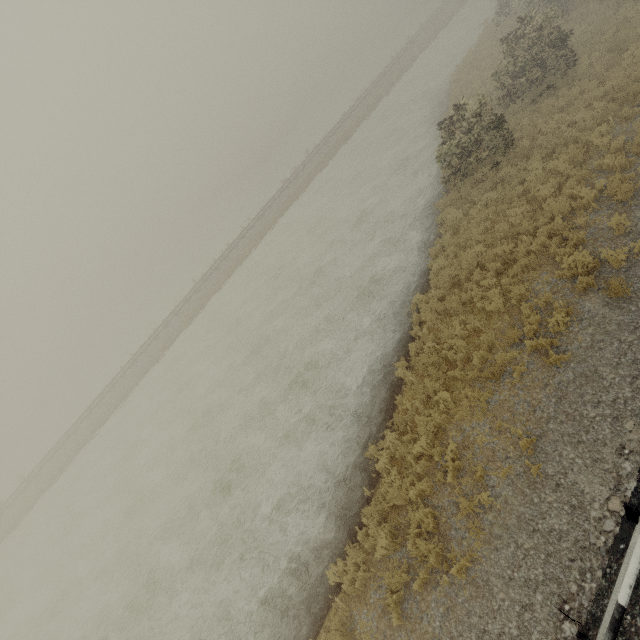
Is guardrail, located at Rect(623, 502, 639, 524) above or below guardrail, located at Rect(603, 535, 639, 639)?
below

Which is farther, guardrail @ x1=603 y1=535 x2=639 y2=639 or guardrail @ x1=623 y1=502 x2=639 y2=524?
guardrail @ x1=623 y1=502 x2=639 y2=524

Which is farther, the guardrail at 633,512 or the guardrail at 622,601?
the guardrail at 633,512

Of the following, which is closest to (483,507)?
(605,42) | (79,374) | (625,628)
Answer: (625,628)

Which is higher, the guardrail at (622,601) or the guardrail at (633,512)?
the guardrail at (622,601)
